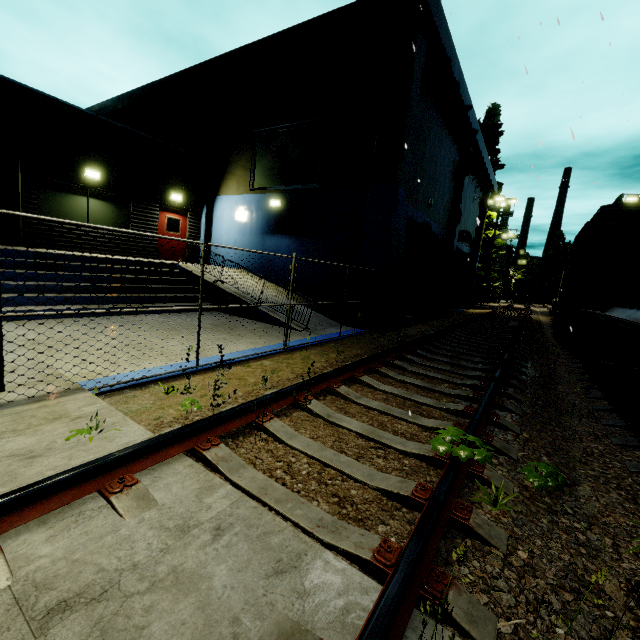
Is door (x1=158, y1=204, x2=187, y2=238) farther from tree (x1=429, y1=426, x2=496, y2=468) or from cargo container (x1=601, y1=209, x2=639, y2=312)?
tree (x1=429, y1=426, x2=496, y2=468)

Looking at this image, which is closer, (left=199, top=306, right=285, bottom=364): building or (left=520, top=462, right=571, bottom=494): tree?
(left=520, top=462, right=571, bottom=494): tree

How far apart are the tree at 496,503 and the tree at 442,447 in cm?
23

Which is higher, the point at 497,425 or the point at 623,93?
the point at 623,93

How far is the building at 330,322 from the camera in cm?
879

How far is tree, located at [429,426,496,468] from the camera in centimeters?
275cm

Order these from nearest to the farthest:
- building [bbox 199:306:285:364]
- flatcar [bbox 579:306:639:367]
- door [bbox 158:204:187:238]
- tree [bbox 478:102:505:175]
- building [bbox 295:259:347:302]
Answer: flatcar [bbox 579:306:639:367] < building [bbox 199:306:285:364] < building [bbox 295:259:347:302] < door [bbox 158:204:187:238] < tree [bbox 478:102:505:175]

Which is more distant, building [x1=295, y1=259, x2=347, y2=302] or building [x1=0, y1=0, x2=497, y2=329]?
building [x1=295, y1=259, x2=347, y2=302]
